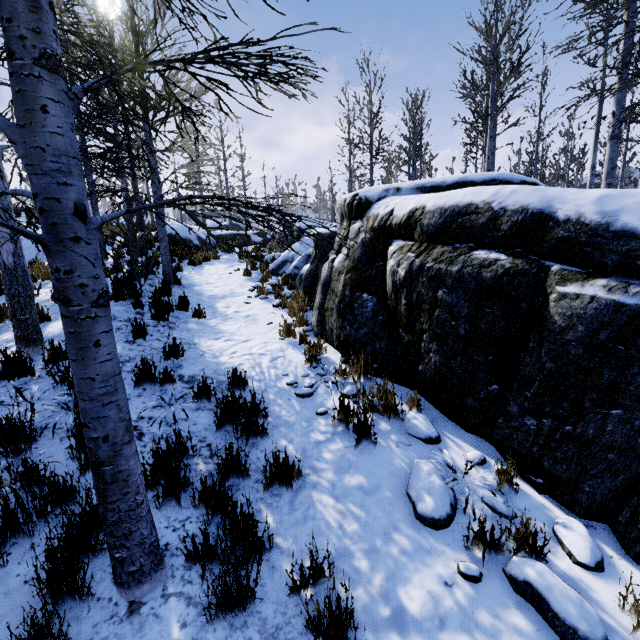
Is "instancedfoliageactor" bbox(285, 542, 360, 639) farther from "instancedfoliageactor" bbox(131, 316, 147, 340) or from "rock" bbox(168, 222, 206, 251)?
"rock" bbox(168, 222, 206, 251)

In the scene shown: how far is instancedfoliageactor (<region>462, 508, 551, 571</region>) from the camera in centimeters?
234cm

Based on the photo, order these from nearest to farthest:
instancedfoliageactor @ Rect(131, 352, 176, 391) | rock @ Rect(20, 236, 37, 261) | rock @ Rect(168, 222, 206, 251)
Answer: instancedfoliageactor @ Rect(131, 352, 176, 391) → rock @ Rect(20, 236, 37, 261) → rock @ Rect(168, 222, 206, 251)

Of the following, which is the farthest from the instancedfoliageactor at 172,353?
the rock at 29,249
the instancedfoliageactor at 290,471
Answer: the rock at 29,249

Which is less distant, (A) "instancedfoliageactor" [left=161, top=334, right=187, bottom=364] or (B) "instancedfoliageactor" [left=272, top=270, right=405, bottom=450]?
(B) "instancedfoliageactor" [left=272, top=270, right=405, bottom=450]

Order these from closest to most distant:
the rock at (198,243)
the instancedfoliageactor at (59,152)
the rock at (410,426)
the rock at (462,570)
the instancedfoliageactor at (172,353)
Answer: the instancedfoliageactor at (59,152) → the rock at (462,570) → the rock at (410,426) → the instancedfoliageactor at (172,353) → the rock at (198,243)

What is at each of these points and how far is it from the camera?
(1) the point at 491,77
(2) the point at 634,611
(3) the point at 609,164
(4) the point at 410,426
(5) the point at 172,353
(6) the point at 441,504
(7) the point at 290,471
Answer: (1) instancedfoliageactor, 9.8m
(2) instancedfoliageactor, 2.0m
(3) instancedfoliageactor, 8.1m
(4) rock, 3.7m
(5) instancedfoliageactor, 5.1m
(6) rock, 2.7m
(7) instancedfoliageactor, 2.9m

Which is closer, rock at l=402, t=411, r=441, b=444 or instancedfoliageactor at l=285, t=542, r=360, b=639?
instancedfoliageactor at l=285, t=542, r=360, b=639
